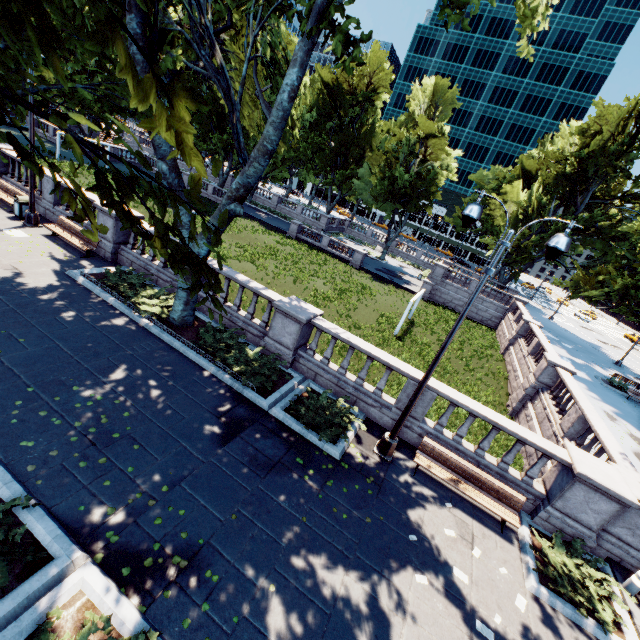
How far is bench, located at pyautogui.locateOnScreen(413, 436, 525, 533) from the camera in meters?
8.6

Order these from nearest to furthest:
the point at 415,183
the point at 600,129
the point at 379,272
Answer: the point at 600,129 < the point at 379,272 < the point at 415,183

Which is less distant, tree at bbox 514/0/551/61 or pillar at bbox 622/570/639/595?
pillar at bbox 622/570/639/595

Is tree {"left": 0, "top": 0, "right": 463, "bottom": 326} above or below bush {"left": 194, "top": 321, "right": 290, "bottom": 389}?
above

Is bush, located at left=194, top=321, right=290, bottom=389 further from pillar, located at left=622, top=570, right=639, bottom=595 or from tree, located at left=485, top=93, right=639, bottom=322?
pillar, located at left=622, top=570, right=639, bottom=595

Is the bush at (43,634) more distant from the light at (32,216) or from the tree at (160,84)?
the light at (32,216)

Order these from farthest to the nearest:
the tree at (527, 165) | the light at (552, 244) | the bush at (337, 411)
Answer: the tree at (527, 165) < the bush at (337, 411) < the light at (552, 244)

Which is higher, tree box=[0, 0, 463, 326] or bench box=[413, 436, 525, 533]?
tree box=[0, 0, 463, 326]
